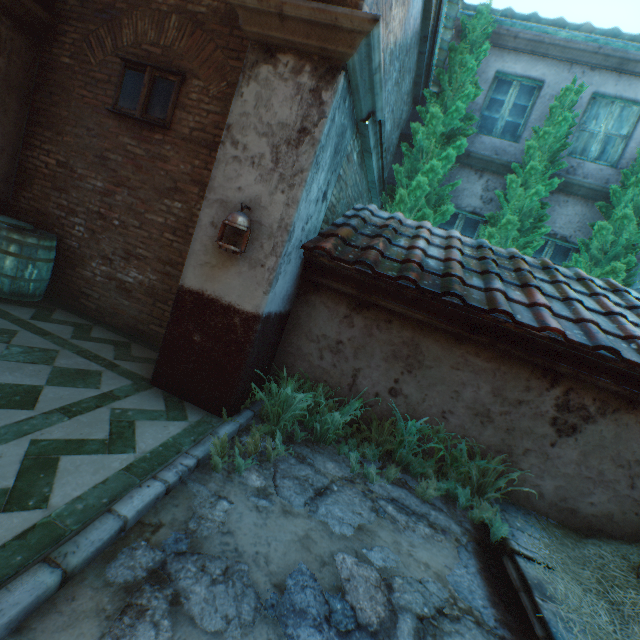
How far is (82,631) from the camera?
1.45m

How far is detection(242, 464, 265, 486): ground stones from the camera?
2.72m

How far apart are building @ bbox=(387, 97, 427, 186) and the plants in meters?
5.5 m

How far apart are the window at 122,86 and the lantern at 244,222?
2.3 meters

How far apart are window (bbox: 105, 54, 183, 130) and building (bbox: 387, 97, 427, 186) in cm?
476

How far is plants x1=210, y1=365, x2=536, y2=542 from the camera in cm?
313

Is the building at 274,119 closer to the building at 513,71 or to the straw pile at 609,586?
the straw pile at 609,586
